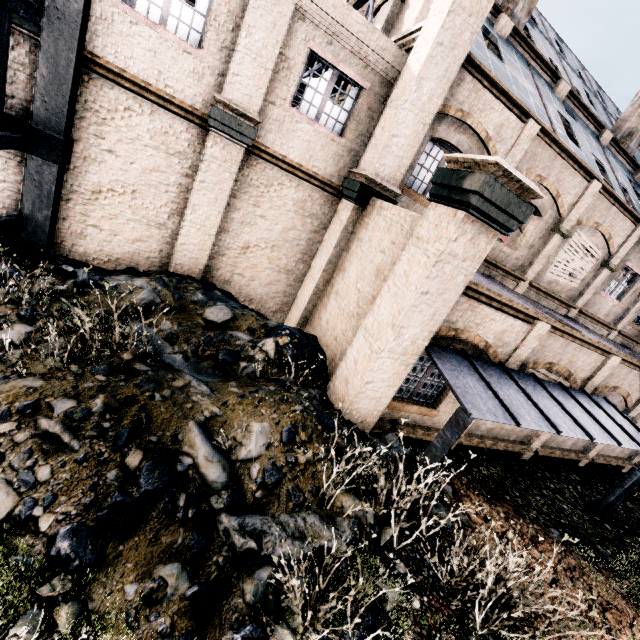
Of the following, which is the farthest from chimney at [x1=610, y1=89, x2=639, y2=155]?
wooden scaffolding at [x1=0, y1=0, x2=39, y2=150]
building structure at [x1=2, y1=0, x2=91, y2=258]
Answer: wooden scaffolding at [x1=0, y1=0, x2=39, y2=150]

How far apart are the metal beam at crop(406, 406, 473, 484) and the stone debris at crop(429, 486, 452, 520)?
0.57m

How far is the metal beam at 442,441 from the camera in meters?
6.1

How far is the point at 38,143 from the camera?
8.33m

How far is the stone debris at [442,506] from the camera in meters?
6.9 m

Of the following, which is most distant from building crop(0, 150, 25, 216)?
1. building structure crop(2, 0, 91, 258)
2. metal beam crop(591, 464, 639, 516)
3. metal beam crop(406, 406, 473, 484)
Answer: metal beam crop(591, 464, 639, 516)

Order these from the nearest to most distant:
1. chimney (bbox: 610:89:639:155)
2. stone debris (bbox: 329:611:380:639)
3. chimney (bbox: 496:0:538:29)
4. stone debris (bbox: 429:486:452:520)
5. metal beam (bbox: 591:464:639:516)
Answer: stone debris (bbox: 329:611:380:639), stone debris (bbox: 429:486:452:520), metal beam (bbox: 591:464:639:516), chimney (bbox: 496:0:538:29), chimney (bbox: 610:89:639:155)

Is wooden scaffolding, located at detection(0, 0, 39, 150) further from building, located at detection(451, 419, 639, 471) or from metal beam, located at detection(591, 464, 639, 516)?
metal beam, located at detection(591, 464, 639, 516)
